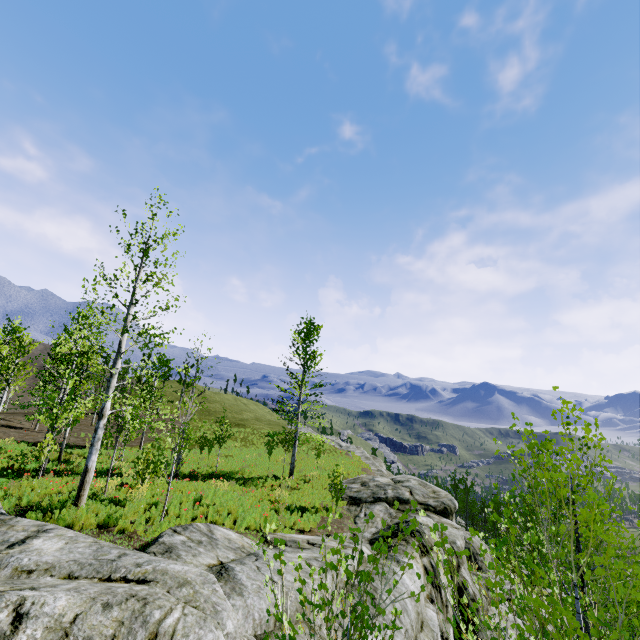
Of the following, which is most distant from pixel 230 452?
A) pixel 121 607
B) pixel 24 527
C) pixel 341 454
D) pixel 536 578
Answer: pixel 536 578

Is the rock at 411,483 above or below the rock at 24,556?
below

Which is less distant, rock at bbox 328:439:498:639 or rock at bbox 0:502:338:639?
rock at bbox 0:502:338:639

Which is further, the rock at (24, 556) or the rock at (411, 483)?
the rock at (411, 483)

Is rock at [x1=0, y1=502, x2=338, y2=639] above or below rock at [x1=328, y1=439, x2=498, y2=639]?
above
